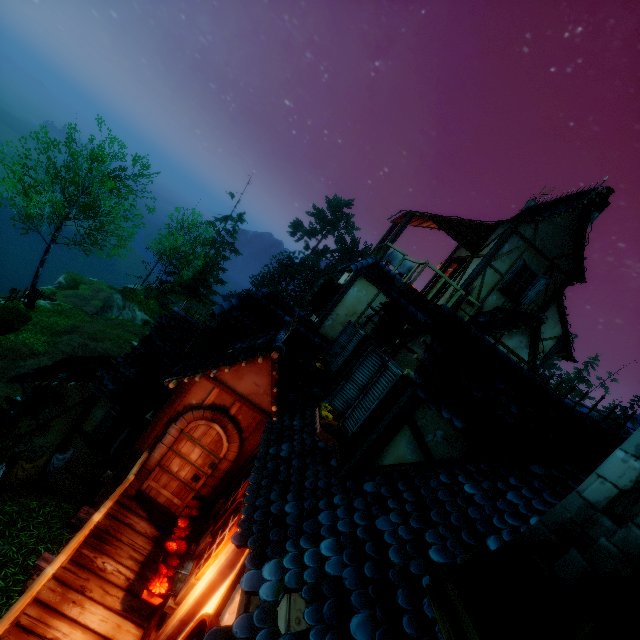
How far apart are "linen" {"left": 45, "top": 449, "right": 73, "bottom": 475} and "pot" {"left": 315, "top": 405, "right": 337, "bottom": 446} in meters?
8.7 m

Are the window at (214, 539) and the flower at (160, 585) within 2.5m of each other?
yes

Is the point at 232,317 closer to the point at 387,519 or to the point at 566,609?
the point at 387,519

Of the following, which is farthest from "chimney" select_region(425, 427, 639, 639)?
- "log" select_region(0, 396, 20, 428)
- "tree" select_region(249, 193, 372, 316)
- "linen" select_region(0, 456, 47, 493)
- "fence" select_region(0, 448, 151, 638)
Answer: "tree" select_region(249, 193, 372, 316)

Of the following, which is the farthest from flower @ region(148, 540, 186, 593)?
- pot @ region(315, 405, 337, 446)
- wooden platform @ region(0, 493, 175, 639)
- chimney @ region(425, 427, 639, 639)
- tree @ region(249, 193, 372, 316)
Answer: tree @ region(249, 193, 372, 316)

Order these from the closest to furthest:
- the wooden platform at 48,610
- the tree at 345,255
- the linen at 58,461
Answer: the wooden platform at 48,610, the linen at 58,461, the tree at 345,255

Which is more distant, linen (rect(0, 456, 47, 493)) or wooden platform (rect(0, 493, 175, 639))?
linen (rect(0, 456, 47, 493))

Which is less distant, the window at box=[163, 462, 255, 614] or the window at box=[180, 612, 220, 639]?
the window at box=[180, 612, 220, 639]
